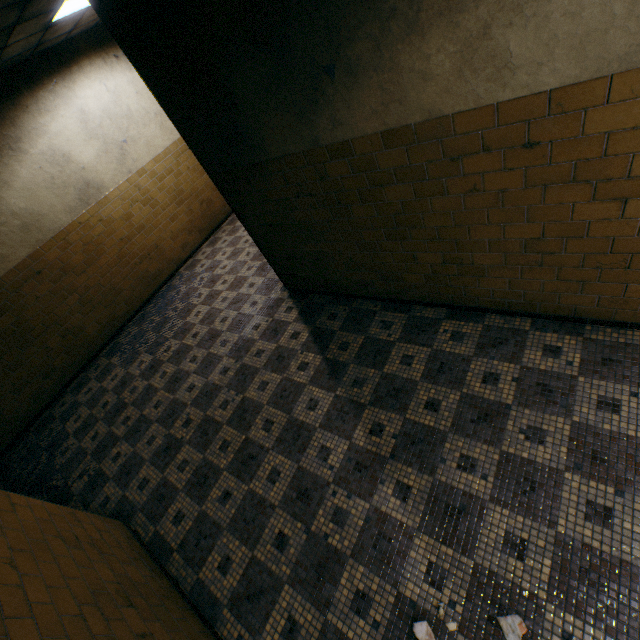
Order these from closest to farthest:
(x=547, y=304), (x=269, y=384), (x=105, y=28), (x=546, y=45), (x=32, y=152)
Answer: (x=546, y=45)
(x=547, y=304)
(x=269, y=384)
(x=32, y=152)
(x=105, y=28)

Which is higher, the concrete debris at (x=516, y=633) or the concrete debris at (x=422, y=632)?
the concrete debris at (x=422, y=632)

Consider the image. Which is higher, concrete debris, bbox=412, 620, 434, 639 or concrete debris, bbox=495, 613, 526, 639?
concrete debris, bbox=412, 620, 434, 639
